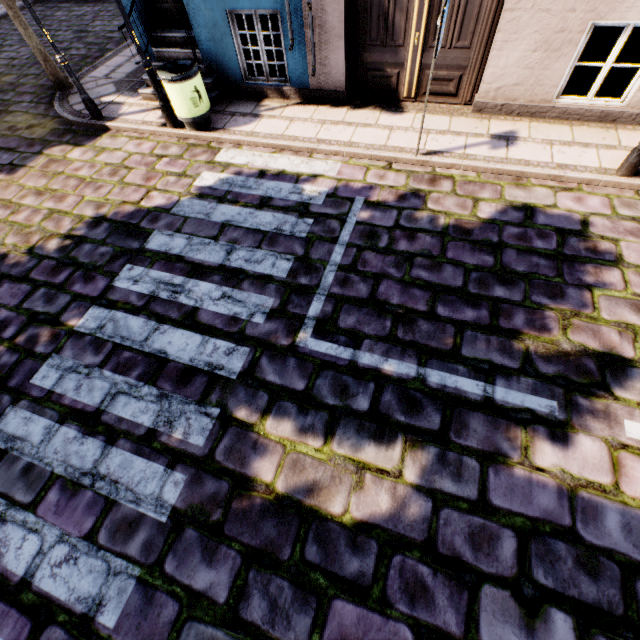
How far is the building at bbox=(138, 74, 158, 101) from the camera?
7.2 meters

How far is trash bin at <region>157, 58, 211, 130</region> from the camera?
5.70m

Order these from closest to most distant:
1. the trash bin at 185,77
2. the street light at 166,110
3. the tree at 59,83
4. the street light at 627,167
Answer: the street light at 627,167 → the street light at 166,110 → the trash bin at 185,77 → the tree at 59,83

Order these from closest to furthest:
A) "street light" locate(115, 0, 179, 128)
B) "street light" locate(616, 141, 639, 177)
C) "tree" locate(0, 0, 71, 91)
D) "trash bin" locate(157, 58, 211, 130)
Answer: "street light" locate(616, 141, 639, 177), "street light" locate(115, 0, 179, 128), "trash bin" locate(157, 58, 211, 130), "tree" locate(0, 0, 71, 91)

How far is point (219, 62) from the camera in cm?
676

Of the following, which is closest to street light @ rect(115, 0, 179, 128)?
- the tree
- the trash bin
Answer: the trash bin

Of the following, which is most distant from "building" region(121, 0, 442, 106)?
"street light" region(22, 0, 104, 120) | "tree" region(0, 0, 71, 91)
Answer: "tree" region(0, 0, 71, 91)

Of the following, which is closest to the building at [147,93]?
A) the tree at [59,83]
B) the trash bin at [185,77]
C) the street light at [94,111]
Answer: the trash bin at [185,77]
